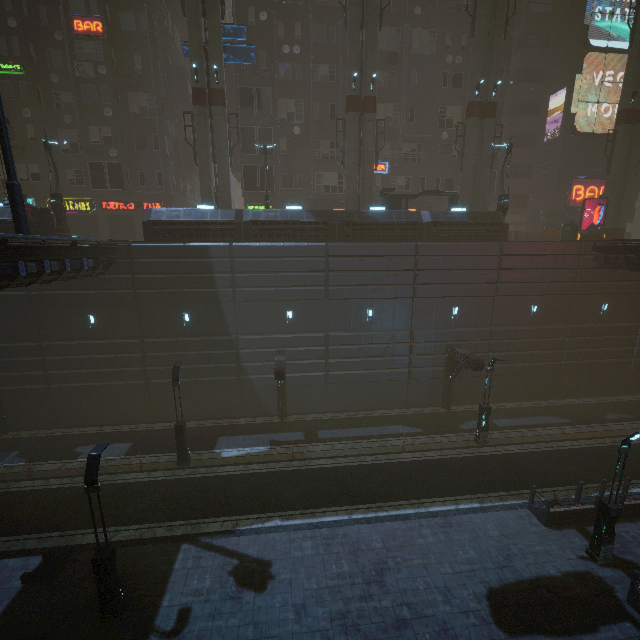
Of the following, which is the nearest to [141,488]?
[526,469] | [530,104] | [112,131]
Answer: [526,469]

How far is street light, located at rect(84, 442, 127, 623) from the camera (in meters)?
9.41

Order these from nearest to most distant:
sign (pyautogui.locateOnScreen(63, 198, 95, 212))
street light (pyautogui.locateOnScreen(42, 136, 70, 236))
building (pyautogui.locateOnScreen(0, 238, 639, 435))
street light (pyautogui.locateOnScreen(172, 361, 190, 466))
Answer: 1. street light (pyautogui.locateOnScreen(172, 361, 190, 466))
2. building (pyautogui.locateOnScreen(0, 238, 639, 435))
3. street light (pyautogui.locateOnScreen(42, 136, 70, 236))
4. sign (pyautogui.locateOnScreen(63, 198, 95, 212))

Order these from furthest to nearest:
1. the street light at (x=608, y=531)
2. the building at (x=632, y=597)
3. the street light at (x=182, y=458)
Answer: the street light at (x=182, y=458) < the street light at (x=608, y=531) < the building at (x=632, y=597)

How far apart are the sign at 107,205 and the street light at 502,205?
27.94m

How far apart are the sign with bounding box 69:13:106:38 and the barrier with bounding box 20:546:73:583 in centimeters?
3346cm

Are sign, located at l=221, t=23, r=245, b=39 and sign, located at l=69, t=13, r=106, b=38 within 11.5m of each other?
yes

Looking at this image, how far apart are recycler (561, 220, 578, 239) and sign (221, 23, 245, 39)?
28.2m
